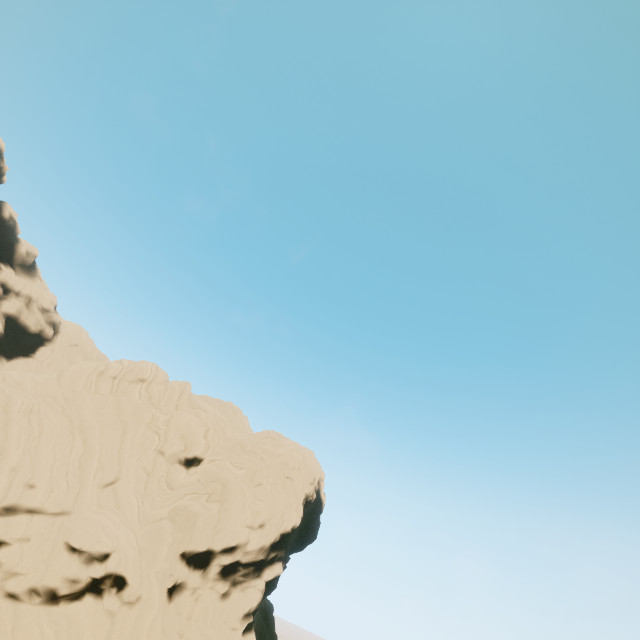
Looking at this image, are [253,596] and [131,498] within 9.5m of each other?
no
